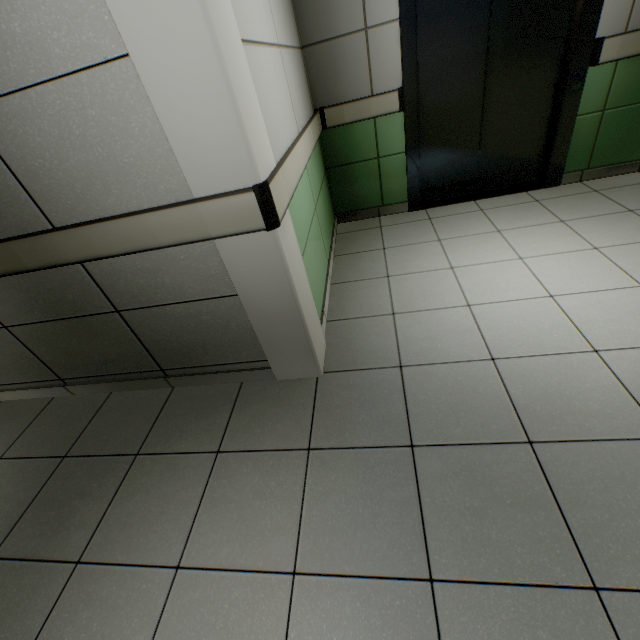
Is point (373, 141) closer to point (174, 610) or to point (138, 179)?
point (138, 179)
